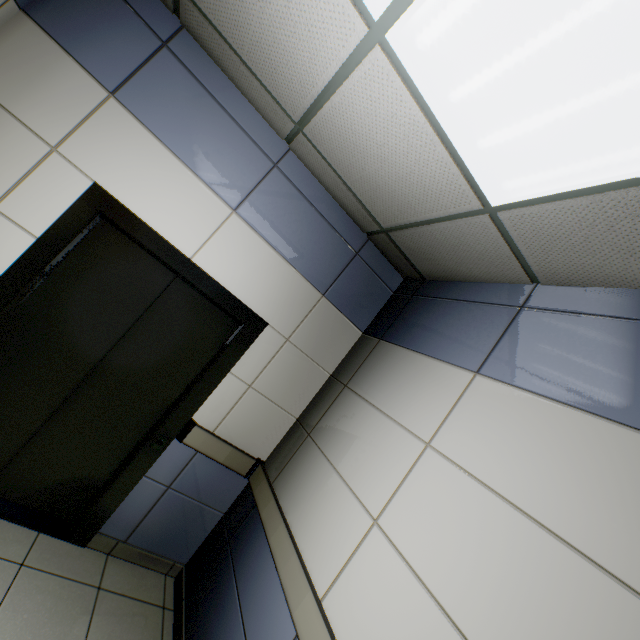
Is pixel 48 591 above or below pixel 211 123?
below
